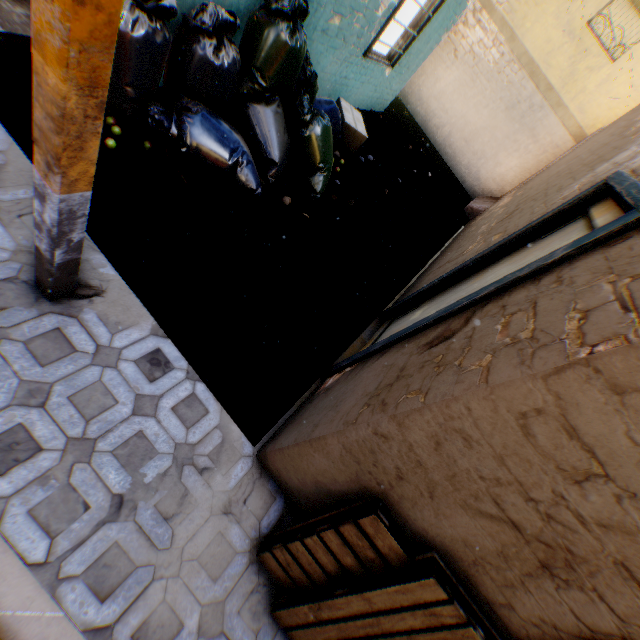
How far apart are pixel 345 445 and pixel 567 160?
7.0m

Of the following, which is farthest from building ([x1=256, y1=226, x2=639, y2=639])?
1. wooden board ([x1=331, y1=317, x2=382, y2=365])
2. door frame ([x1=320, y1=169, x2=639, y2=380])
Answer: wooden board ([x1=331, y1=317, x2=382, y2=365])

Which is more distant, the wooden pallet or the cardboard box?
the cardboard box

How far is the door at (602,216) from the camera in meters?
2.2

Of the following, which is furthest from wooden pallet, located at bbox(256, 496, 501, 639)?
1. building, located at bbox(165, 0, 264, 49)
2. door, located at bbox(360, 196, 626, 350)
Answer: door, located at bbox(360, 196, 626, 350)

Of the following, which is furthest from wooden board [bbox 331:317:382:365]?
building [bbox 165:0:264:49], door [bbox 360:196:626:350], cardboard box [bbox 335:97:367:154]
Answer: cardboard box [bbox 335:97:367:154]

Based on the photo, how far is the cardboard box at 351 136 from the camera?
5.54m

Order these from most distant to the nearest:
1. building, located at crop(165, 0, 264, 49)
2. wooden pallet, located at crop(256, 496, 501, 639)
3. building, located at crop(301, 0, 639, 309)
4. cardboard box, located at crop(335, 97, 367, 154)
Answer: cardboard box, located at crop(335, 97, 367, 154), building, located at crop(301, 0, 639, 309), building, located at crop(165, 0, 264, 49), wooden pallet, located at crop(256, 496, 501, 639)
